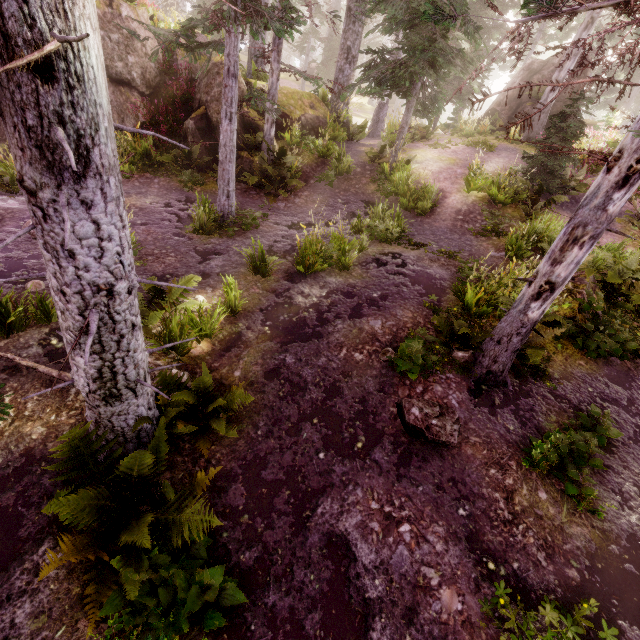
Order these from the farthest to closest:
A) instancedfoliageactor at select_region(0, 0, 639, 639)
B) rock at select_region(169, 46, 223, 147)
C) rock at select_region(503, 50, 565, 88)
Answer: rock at select_region(503, 50, 565, 88), rock at select_region(169, 46, 223, 147), instancedfoliageactor at select_region(0, 0, 639, 639)

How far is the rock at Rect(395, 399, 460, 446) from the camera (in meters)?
4.85

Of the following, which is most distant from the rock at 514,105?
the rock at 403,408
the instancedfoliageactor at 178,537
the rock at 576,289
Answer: the rock at 403,408

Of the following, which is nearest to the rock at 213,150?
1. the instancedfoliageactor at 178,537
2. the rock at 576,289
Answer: the instancedfoliageactor at 178,537

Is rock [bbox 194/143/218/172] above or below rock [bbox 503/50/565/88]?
below

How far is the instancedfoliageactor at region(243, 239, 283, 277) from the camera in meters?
7.7

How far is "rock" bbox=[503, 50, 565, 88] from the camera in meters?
18.4

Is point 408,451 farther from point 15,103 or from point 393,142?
point 393,142
